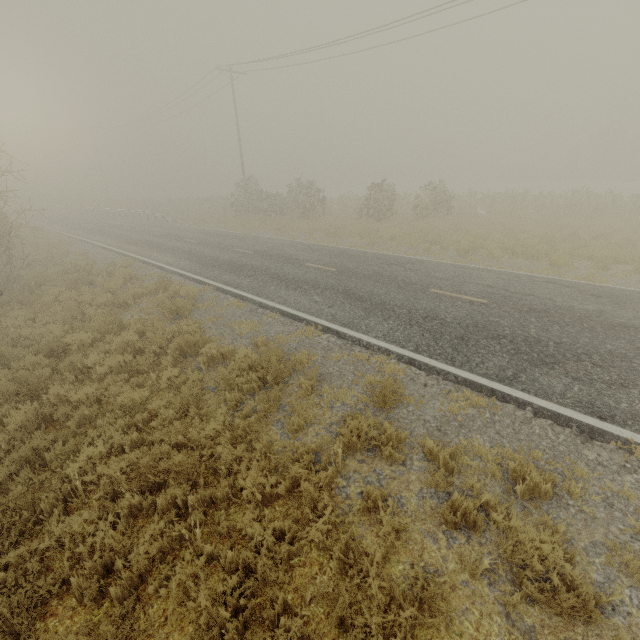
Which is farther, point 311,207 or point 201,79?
Answer: point 201,79
